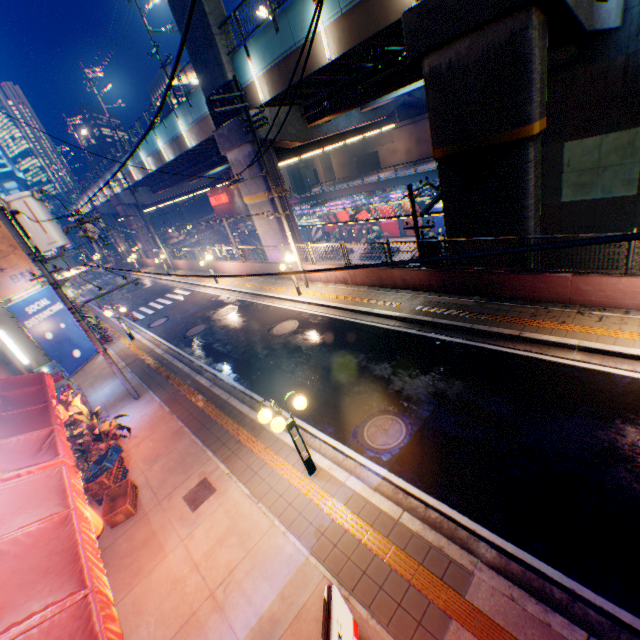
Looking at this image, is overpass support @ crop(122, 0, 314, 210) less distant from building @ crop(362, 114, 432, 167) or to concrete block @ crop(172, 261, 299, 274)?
concrete block @ crop(172, 261, 299, 274)

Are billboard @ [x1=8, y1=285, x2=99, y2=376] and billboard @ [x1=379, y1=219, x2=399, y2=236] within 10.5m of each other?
no

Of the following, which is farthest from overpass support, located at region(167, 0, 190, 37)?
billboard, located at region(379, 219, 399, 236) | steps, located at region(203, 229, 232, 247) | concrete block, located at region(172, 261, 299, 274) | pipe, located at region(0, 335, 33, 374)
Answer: pipe, located at region(0, 335, 33, 374)

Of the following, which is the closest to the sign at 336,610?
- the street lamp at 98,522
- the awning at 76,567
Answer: the awning at 76,567

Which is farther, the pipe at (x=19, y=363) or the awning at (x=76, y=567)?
the pipe at (x=19, y=363)

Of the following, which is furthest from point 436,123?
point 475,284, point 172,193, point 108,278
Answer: point 108,278

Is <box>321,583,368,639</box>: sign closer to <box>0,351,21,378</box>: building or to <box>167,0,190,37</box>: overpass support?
<box>0,351,21,378</box>: building

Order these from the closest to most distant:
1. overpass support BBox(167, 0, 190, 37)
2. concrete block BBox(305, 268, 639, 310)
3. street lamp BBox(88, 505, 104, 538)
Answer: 1. street lamp BBox(88, 505, 104, 538)
2. concrete block BBox(305, 268, 639, 310)
3. overpass support BBox(167, 0, 190, 37)
